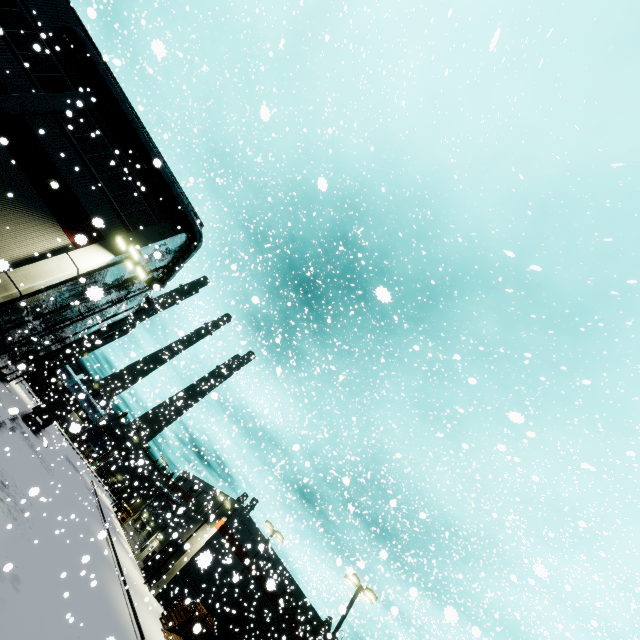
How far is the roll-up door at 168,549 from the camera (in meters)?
35.08

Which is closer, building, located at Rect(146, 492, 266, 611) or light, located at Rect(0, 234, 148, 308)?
light, located at Rect(0, 234, 148, 308)

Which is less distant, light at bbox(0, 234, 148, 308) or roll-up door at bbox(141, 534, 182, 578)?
light at bbox(0, 234, 148, 308)

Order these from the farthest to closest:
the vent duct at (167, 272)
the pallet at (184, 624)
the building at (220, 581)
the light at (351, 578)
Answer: the building at (220, 581) → the pallet at (184, 624) → the light at (351, 578) → the vent duct at (167, 272)

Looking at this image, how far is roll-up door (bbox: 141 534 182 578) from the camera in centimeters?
3508cm

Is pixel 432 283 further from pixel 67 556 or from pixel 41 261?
pixel 67 556

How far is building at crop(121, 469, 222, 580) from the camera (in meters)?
37.84

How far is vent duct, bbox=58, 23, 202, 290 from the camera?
17.4 meters
